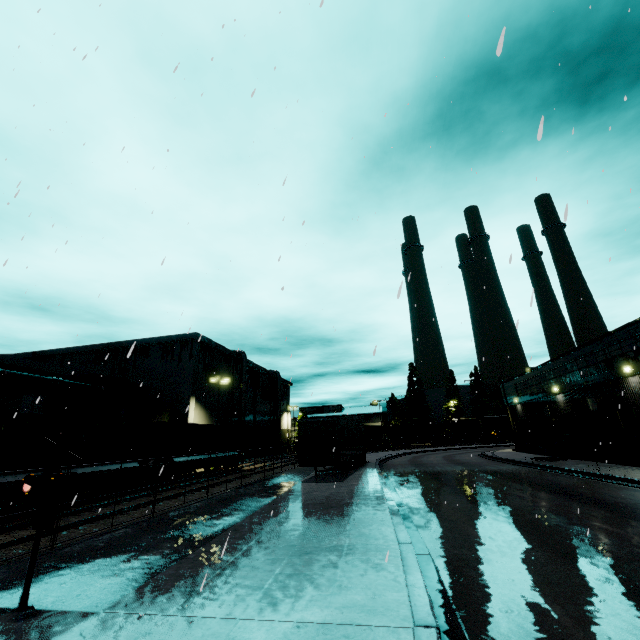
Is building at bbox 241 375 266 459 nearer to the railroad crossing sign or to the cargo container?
the cargo container

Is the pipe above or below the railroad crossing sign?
above

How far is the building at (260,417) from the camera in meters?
51.8

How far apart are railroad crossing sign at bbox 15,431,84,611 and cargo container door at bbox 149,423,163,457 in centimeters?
1641cm

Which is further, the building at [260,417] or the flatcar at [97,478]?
the building at [260,417]

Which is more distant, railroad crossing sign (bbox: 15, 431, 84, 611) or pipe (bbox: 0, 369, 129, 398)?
pipe (bbox: 0, 369, 129, 398)

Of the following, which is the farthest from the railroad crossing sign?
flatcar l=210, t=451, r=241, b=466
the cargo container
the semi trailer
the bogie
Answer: flatcar l=210, t=451, r=241, b=466

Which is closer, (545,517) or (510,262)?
(510,262)
